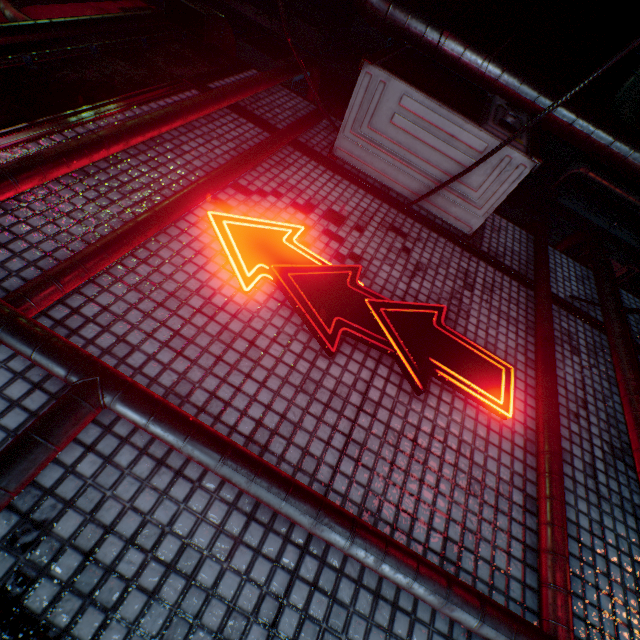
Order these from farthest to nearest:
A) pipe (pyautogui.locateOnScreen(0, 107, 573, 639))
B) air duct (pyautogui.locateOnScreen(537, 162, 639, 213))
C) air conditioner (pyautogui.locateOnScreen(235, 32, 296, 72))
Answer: air duct (pyautogui.locateOnScreen(537, 162, 639, 213))
air conditioner (pyautogui.locateOnScreen(235, 32, 296, 72))
pipe (pyautogui.locateOnScreen(0, 107, 573, 639))

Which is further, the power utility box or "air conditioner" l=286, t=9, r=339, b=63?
"air conditioner" l=286, t=9, r=339, b=63

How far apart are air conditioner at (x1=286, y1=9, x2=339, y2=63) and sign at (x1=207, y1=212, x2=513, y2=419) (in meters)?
8.12

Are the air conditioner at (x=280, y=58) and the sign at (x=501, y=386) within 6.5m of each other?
yes

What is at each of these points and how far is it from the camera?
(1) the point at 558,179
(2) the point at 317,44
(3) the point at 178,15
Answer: (1) air duct, 8.71m
(2) air conditioner, 7.57m
(3) air duct, 2.76m

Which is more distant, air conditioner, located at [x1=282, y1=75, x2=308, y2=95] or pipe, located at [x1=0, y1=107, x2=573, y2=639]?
air conditioner, located at [x1=282, y1=75, x2=308, y2=95]

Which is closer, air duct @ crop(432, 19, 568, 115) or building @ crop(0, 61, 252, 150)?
building @ crop(0, 61, 252, 150)

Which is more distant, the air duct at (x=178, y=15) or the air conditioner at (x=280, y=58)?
the air conditioner at (x=280, y=58)
